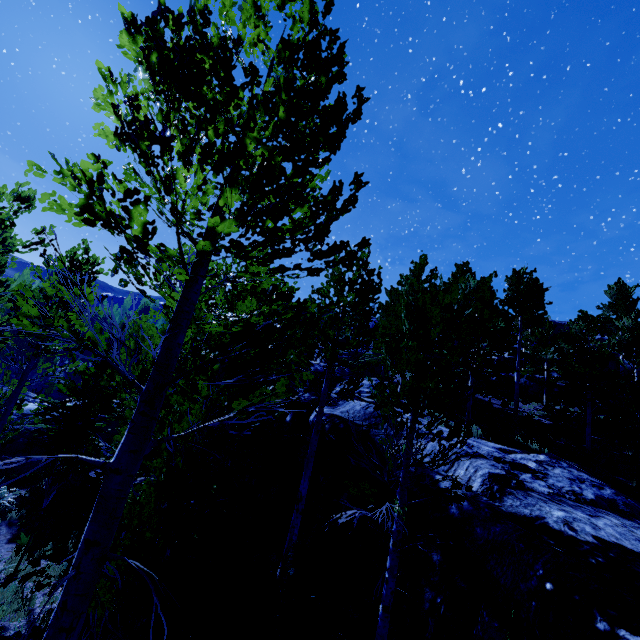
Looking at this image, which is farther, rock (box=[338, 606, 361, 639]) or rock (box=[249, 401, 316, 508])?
rock (box=[249, 401, 316, 508])

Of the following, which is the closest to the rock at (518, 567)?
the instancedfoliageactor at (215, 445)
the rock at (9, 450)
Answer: the instancedfoliageactor at (215, 445)

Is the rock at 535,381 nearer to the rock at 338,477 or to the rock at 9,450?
the rock at 338,477

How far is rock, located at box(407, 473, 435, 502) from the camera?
7.4 meters

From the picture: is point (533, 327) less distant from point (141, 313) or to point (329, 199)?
point (329, 199)

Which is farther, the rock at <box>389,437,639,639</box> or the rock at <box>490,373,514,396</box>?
the rock at <box>490,373,514,396</box>

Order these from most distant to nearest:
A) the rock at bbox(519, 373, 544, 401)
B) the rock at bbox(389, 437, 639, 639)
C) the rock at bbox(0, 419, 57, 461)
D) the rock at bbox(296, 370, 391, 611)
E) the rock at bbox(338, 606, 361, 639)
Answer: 1. the rock at bbox(519, 373, 544, 401)
2. the rock at bbox(0, 419, 57, 461)
3. the rock at bbox(296, 370, 391, 611)
4. the rock at bbox(338, 606, 361, 639)
5. the rock at bbox(389, 437, 639, 639)
